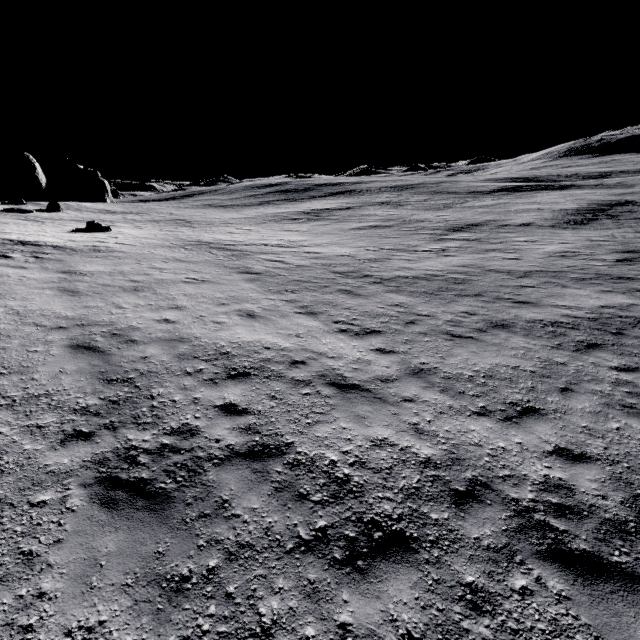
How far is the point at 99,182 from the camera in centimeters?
5872cm
